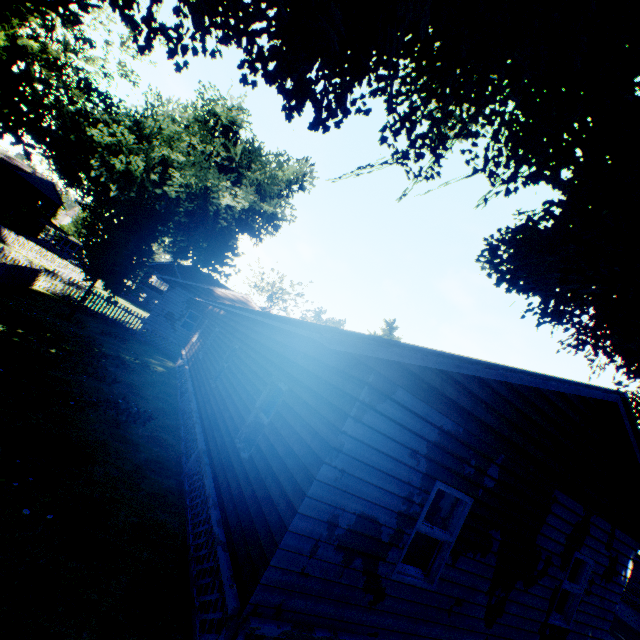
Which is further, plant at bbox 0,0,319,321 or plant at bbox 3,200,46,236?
plant at bbox 3,200,46,236

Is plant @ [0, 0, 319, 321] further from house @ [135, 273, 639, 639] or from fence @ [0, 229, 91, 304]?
house @ [135, 273, 639, 639]

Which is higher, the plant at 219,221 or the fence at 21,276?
the plant at 219,221

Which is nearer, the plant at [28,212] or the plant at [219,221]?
the plant at [219,221]

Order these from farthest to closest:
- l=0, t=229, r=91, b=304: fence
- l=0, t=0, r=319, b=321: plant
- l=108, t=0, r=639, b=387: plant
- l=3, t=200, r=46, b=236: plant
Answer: l=3, t=200, r=46, b=236: plant
l=0, t=229, r=91, b=304: fence
l=0, t=0, r=319, b=321: plant
l=108, t=0, r=639, b=387: plant

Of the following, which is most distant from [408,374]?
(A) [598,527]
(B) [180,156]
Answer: (B) [180,156]
